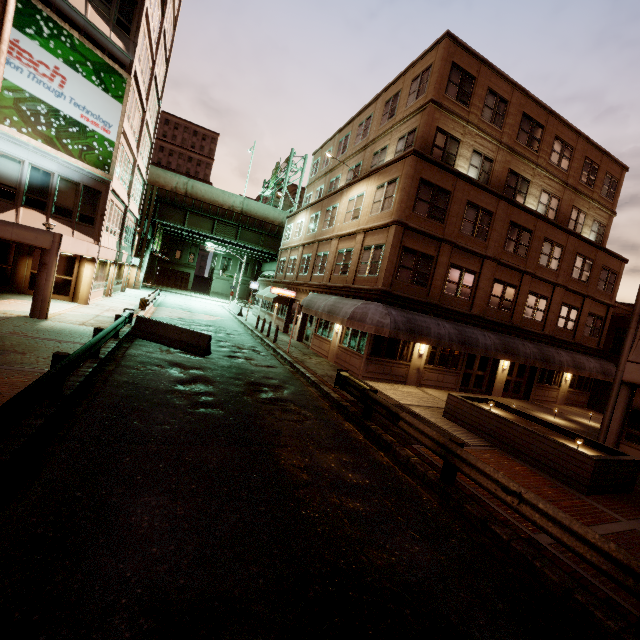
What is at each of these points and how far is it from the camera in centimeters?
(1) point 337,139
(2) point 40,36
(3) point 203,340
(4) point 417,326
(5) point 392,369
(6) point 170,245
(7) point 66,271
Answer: (1) building, 2858cm
(2) sign, 1495cm
(3) barrier, 1446cm
(4) awning, 1568cm
(5) building, 1712cm
(6) building, 5978cm
(7) building, 1953cm

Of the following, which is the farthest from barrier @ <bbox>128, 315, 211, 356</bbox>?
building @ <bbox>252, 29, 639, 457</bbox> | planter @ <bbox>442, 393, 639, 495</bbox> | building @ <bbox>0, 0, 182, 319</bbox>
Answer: planter @ <bbox>442, 393, 639, 495</bbox>

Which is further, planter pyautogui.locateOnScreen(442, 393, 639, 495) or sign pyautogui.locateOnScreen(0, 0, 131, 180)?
sign pyautogui.locateOnScreen(0, 0, 131, 180)

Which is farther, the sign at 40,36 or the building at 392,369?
the building at 392,369

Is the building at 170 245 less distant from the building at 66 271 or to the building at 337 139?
the building at 66 271

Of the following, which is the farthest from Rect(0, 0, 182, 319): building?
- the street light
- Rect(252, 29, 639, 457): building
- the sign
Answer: Rect(252, 29, 639, 457): building

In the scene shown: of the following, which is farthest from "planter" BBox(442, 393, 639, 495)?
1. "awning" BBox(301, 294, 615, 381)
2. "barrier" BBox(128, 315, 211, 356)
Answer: "barrier" BBox(128, 315, 211, 356)

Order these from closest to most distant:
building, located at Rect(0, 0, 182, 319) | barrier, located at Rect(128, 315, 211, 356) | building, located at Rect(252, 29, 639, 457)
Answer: barrier, located at Rect(128, 315, 211, 356)
building, located at Rect(0, 0, 182, 319)
building, located at Rect(252, 29, 639, 457)
